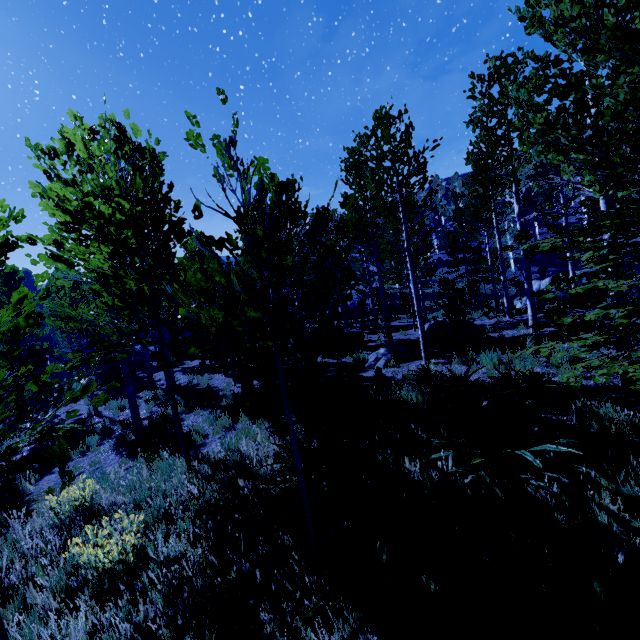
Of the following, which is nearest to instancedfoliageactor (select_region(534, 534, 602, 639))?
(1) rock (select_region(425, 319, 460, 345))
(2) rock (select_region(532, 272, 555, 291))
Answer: (1) rock (select_region(425, 319, 460, 345))

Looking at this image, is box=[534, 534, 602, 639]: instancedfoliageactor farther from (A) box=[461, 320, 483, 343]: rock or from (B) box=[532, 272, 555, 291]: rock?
(B) box=[532, 272, 555, 291]: rock

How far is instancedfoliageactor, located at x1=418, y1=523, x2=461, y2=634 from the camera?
2.46m

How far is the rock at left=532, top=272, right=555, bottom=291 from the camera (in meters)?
24.00

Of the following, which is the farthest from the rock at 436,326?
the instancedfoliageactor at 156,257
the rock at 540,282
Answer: the rock at 540,282

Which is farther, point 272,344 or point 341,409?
point 341,409

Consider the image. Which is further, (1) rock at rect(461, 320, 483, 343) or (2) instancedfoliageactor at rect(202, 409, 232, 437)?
(1) rock at rect(461, 320, 483, 343)

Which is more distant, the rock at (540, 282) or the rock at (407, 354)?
the rock at (540, 282)
